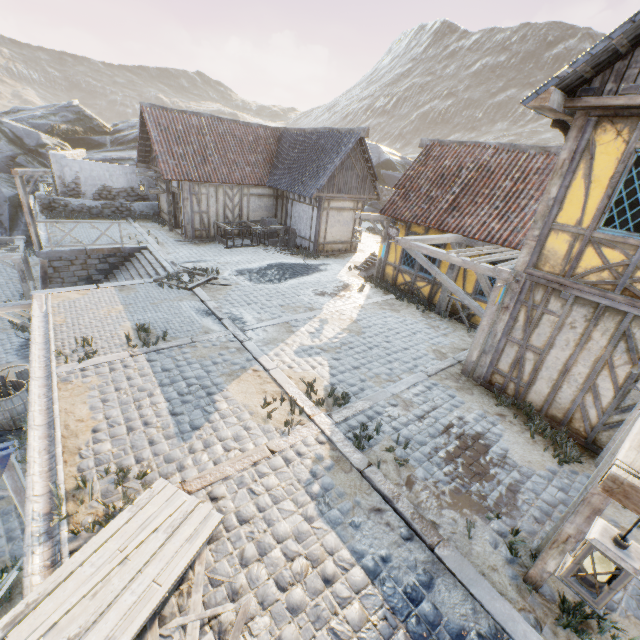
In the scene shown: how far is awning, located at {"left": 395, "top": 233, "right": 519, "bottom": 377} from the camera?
7.4m

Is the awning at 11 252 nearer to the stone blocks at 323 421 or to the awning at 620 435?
the stone blocks at 323 421

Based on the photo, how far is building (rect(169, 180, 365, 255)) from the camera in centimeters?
1622cm

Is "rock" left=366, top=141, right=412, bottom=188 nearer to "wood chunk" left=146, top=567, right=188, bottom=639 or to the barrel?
the barrel

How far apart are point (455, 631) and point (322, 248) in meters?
15.4 m

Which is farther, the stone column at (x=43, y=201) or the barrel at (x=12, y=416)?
the stone column at (x=43, y=201)

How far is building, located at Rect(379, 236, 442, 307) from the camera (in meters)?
12.17

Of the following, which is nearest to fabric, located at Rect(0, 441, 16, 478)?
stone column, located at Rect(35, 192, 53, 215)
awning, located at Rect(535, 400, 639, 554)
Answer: awning, located at Rect(535, 400, 639, 554)
